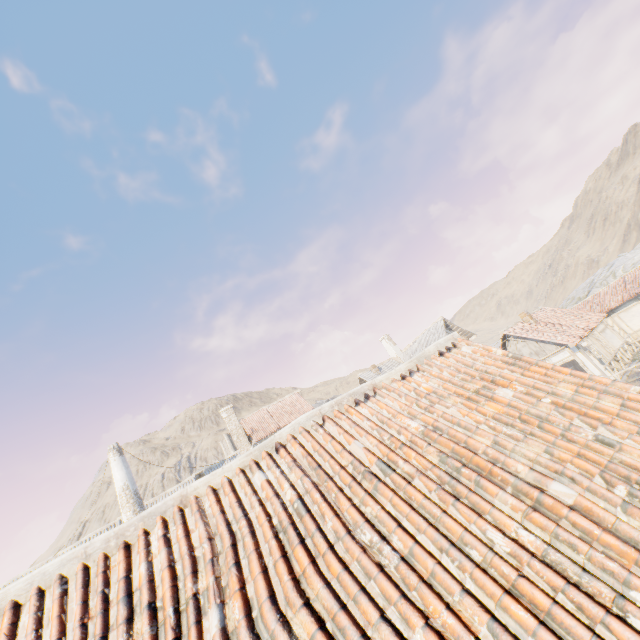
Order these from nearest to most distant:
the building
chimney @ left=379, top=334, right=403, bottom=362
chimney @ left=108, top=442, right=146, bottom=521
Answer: chimney @ left=108, top=442, right=146, bottom=521, the building, chimney @ left=379, top=334, right=403, bottom=362

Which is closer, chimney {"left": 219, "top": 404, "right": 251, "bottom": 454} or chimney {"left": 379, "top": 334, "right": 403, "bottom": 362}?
chimney {"left": 219, "top": 404, "right": 251, "bottom": 454}

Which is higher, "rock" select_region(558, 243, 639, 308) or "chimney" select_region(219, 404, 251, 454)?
"chimney" select_region(219, 404, 251, 454)

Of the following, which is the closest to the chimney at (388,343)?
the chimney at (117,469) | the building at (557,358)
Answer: the building at (557,358)

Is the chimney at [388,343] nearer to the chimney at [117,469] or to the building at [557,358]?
the building at [557,358]

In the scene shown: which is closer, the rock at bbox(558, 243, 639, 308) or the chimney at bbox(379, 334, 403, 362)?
the chimney at bbox(379, 334, 403, 362)

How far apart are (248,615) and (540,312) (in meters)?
29.89

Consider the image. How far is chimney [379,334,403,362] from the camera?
33.25m
